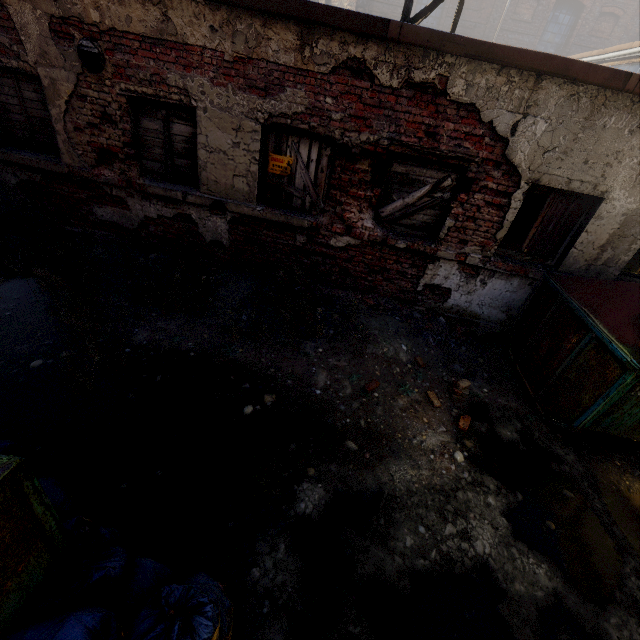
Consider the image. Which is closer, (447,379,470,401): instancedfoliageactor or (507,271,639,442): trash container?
(507,271,639,442): trash container

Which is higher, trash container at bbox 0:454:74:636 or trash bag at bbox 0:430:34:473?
trash container at bbox 0:454:74:636

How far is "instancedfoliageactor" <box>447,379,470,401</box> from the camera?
4.3m

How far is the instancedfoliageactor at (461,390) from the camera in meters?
4.3 m

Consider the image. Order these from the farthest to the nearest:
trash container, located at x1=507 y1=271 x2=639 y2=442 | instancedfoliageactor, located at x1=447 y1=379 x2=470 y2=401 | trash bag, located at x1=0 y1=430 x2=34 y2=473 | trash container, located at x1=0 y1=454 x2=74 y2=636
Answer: instancedfoliageactor, located at x1=447 y1=379 x2=470 y2=401
trash container, located at x1=507 y1=271 x2=639 y2=442
trash bag, located at x1=0 y1=430 x2=34 y2=473
trash container, located at x1=0 y1=454 x2=74 y2=636

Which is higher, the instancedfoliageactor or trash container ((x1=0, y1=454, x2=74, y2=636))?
trash container ((x1=0, y1=454, x2=74, y2=636))

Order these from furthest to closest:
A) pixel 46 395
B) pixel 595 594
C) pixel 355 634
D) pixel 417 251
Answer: pixel 417 251
pixel 46 395
pixel 595 594
pixel 355 634

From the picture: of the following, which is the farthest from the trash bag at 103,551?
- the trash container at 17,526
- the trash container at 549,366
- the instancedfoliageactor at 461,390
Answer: the trash container at 549,366
